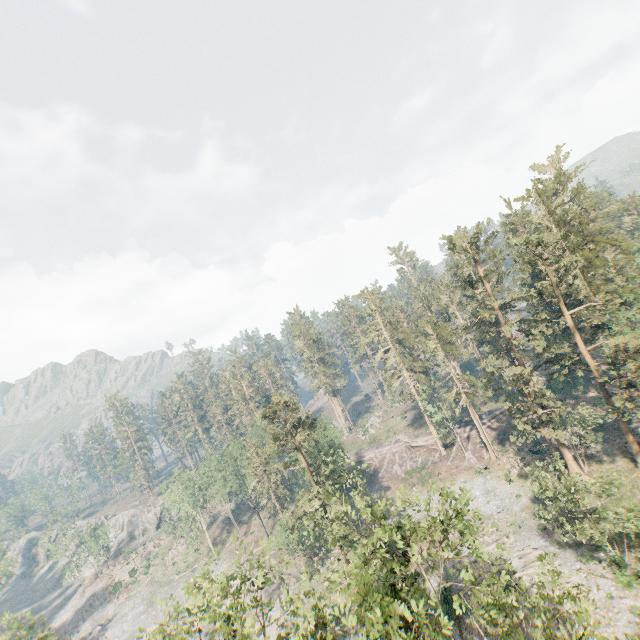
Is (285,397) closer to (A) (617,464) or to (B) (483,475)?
(B) (483,475)

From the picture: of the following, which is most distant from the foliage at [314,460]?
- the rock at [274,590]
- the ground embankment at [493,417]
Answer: the rock at [274,590]

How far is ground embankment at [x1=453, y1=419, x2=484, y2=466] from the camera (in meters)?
53.47

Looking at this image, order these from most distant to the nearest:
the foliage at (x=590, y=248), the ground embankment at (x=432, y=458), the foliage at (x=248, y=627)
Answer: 1. the ground embankment at (x=432, y=458)
2. the foliage at (x=590, y=248)
3. the foliage at (x=248, y=627)

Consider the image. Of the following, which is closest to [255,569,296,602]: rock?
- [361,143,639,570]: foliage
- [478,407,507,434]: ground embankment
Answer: [361,143,639,570]: foliage

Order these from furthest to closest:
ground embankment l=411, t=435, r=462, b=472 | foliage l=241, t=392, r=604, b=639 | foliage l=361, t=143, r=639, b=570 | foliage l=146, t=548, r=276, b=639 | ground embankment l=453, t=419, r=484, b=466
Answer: ground embankment l=411, t=435, r=462, b=472, ground embankment l=453, t=419, r=484, b=466, foliage l=361, t=143, r=639, b=570, foliage l=146, t=548, r=276, b=639, foliage l=241, t=392, r=604, b=639

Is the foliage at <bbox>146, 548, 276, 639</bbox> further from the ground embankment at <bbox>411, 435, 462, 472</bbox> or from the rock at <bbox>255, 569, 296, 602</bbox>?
the rock at <bbox>255, 569, 296, 602</bbox>
